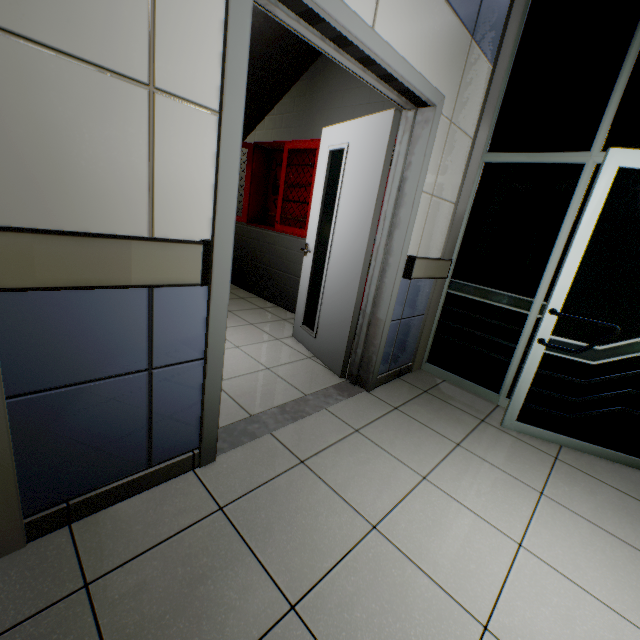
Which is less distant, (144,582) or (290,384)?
(144,582)

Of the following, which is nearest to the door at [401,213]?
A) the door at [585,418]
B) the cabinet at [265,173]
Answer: the cabinet at [265,173]

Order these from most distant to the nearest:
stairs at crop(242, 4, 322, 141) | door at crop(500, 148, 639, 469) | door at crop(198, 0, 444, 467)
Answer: stairs at crop(242, 4, 322, 141), door at crop(500, 148, 639, 469), door at crop(198, 0, 444, 467)

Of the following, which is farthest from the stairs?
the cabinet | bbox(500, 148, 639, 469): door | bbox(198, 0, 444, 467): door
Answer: bbox(500, 148, 639, 469): door

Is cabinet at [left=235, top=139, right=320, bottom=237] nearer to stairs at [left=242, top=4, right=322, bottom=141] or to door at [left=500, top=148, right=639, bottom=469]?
stairs at [left=242, top=4, right=322, bottom=141]

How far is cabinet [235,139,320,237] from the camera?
3.68m

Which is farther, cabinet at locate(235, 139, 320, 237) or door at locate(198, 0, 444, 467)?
cabinet at locate(235, 139, 320, 237)

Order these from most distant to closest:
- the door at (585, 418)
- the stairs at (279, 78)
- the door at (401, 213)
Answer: the stairs at (279, 78)
the door at (585, 418)
the door at (401, 213)
